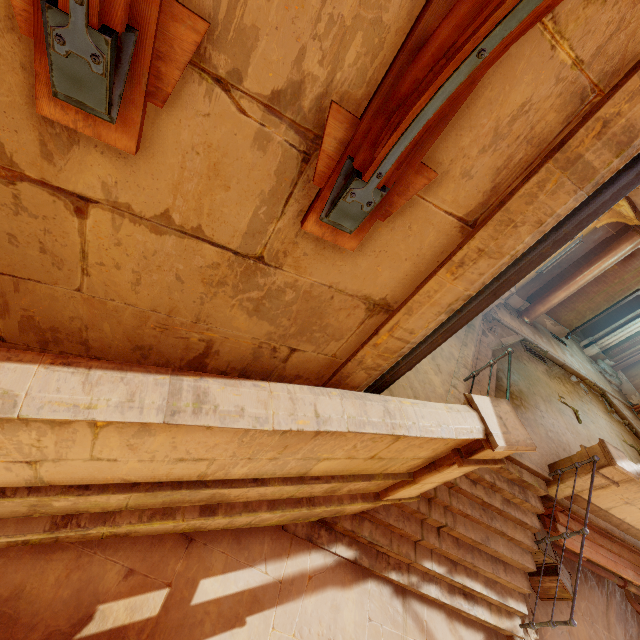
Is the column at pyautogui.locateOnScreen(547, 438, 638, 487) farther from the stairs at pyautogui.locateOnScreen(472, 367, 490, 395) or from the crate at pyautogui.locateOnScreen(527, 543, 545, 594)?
the stairs at pyautogui.locateOnScreen(472, 367, 490, 395)

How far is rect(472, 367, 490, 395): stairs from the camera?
6.37m

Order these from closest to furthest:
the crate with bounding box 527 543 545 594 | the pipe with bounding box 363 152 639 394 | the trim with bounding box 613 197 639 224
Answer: the pipe with bounding box 363 152 639 394 < the crate with bounding box 527 543 545 594 < the trim with bounding box 613 197 639 224

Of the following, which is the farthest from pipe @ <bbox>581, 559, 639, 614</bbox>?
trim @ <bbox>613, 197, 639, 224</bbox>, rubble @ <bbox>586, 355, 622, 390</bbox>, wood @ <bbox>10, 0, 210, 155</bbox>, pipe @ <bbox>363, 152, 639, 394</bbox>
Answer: wood @ <bbox>10, 0, 210, 155</bbox>

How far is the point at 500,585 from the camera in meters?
5.7 m

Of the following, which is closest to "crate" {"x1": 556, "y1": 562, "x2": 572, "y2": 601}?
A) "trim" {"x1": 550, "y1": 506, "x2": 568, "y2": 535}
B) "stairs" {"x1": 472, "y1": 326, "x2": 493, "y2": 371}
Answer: "trim" {"x1": 550, "y1": 506, "x2": 568, "y2": 535}

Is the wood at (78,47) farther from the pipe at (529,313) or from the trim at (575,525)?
the trim at (575,525)

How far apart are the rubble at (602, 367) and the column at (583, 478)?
7.8m
